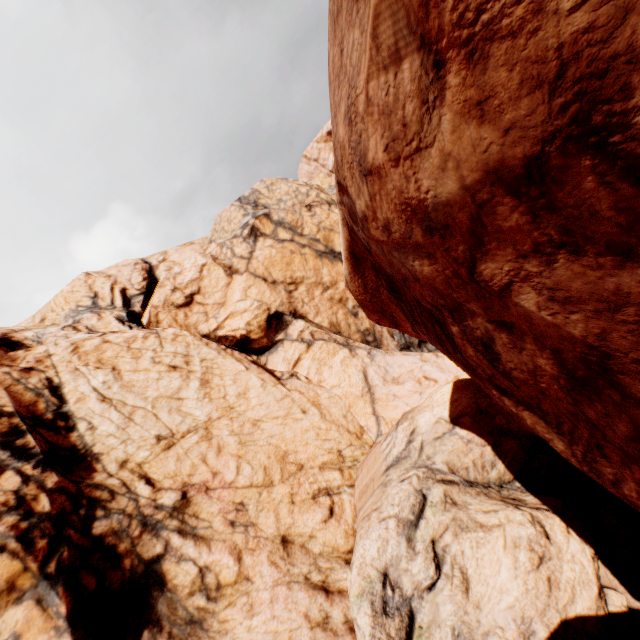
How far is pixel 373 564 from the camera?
8.91m
